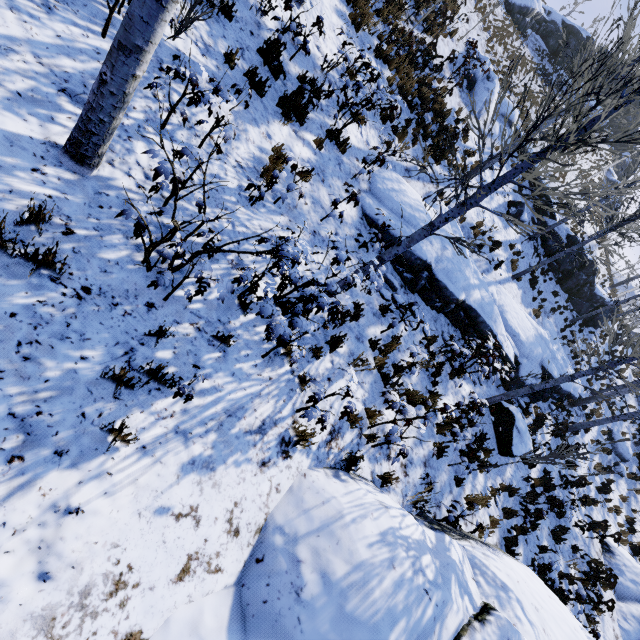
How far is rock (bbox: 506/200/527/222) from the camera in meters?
17.0 m

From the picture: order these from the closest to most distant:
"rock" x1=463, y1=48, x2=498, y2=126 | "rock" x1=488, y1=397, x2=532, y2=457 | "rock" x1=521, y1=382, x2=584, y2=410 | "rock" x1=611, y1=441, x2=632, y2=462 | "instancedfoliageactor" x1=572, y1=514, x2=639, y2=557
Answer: "rock" x1=488, y1=397, x2=532, y2=457 → "instancedfoliageactor" x1=572, y1=514, x2=639, y2=557 → "rock" x1=521, y1=382, x2=584, y2=410 → "rock" x1=463, y1=48, x2=498, y2=126 → "rock" x1=611, y1=441, x2=632, y2=462

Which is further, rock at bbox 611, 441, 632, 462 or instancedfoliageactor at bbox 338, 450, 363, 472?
rock at bbox 611, 441, 632, 462

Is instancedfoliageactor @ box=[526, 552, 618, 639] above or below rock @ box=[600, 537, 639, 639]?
below

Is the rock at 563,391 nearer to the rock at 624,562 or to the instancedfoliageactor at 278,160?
the instancedfoliageactor at 278,160

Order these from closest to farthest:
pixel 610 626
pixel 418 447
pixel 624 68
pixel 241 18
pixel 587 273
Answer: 1. pixel 241 18
2. pixel 418 447
3. pixel 610 626
4. pixel 624 68
5. pixel 587 273

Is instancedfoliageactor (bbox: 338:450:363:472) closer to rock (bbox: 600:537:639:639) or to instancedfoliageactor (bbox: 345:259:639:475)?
rock (bbox: 600:537:639:639)

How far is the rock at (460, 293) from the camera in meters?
8.8
